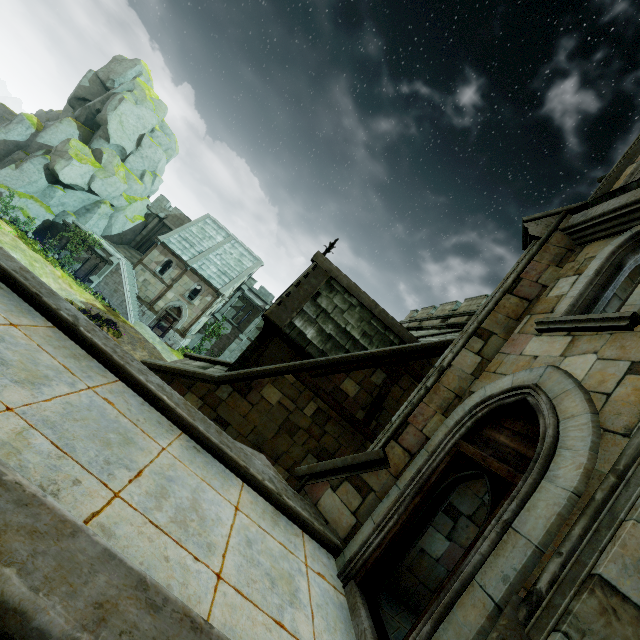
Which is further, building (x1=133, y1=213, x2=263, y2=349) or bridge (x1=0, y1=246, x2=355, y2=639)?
building (x1=133, y1=213, x2=263, y2=349)

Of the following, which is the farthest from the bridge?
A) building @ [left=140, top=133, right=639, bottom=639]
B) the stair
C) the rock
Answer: the stair

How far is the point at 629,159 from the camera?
6.71m

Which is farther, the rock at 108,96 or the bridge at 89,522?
the rock at 108,96

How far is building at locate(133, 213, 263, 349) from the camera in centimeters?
3268cm

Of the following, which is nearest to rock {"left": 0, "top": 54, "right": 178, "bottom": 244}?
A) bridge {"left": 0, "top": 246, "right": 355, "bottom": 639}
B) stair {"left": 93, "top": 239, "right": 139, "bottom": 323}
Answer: stair {"left": 93, "top": 239, "right": 139, "bottom": 323}

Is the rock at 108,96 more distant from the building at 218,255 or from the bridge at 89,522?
the bridge at 89,522

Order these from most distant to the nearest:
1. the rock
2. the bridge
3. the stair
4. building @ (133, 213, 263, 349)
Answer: building @ (133, 213, 263, 349), the stair, the rock, the bridge
